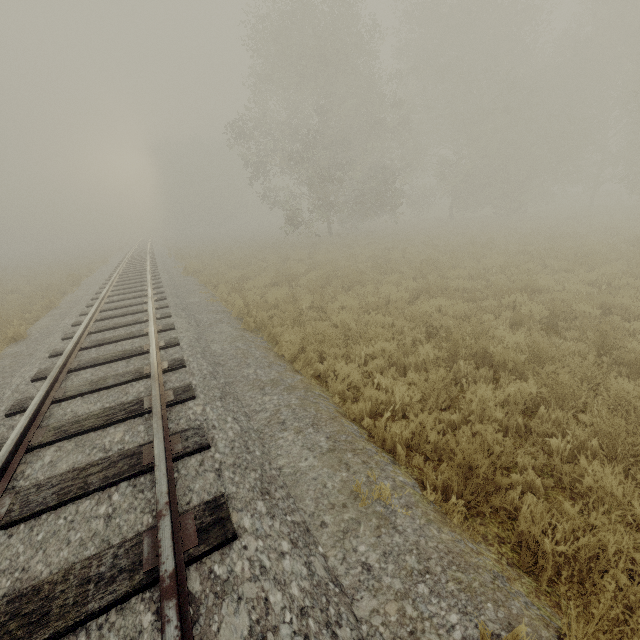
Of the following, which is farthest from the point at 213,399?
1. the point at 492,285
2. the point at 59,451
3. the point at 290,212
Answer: the point at 290,212
